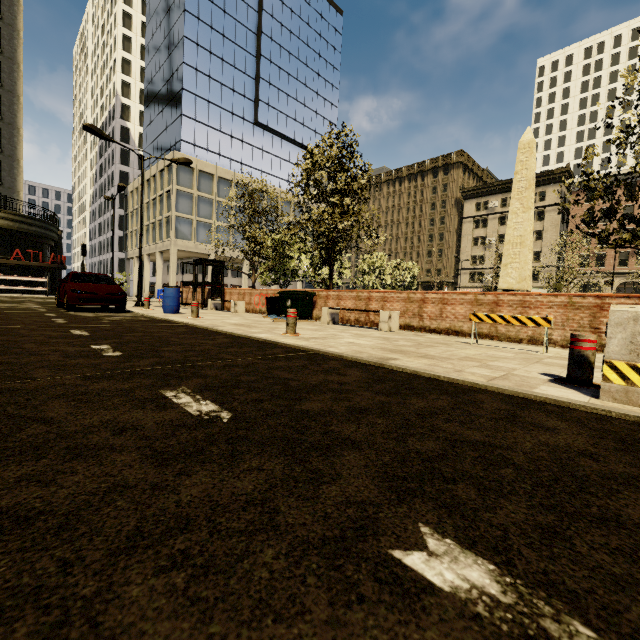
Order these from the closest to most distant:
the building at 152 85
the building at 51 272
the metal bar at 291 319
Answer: the metal bar at 291 319 → the building at 51 272 → the building at 152 85

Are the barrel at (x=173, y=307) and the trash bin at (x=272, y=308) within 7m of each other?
yes

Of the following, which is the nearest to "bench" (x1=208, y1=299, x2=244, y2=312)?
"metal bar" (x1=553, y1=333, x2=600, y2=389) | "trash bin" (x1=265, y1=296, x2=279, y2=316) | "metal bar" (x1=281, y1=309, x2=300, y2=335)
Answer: "trash bin" (x1=265, y1=296, x2=279, y2=316)

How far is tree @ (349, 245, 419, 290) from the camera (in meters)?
29.88

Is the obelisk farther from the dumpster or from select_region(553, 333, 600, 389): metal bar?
select_region(553, 333, 600, 389): metal bar

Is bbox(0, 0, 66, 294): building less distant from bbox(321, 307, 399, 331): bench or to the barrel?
the barrel

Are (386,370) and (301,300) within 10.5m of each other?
yes

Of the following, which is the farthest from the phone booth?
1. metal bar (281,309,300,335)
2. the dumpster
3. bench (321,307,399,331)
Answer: metal bar (281,309,300,335)
